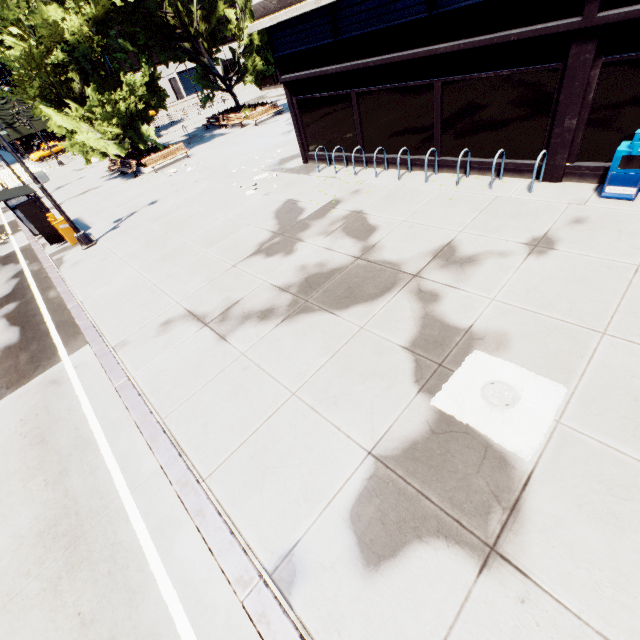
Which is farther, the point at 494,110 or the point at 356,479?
the point at 494,110

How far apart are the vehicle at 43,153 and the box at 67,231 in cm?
4312

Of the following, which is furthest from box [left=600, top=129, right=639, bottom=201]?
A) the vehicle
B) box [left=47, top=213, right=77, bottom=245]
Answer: the vehicle

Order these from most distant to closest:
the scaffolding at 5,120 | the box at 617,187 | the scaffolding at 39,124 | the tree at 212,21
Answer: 1. the scaffolding at 39,124
2. the scaffolding at 5,120
3. the tree at 212,21
4. the box at 617,187

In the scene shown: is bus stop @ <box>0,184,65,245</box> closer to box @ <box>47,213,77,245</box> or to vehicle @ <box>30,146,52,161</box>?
box @ <box>47,213,77,245</box>

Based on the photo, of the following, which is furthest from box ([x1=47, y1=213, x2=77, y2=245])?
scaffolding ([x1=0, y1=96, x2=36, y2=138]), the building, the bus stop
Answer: scaffolding ([x1=0, y1=96, x2=36, y2=138])

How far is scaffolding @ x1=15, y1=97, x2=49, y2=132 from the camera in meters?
49.1 m

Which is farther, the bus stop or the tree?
the tree
